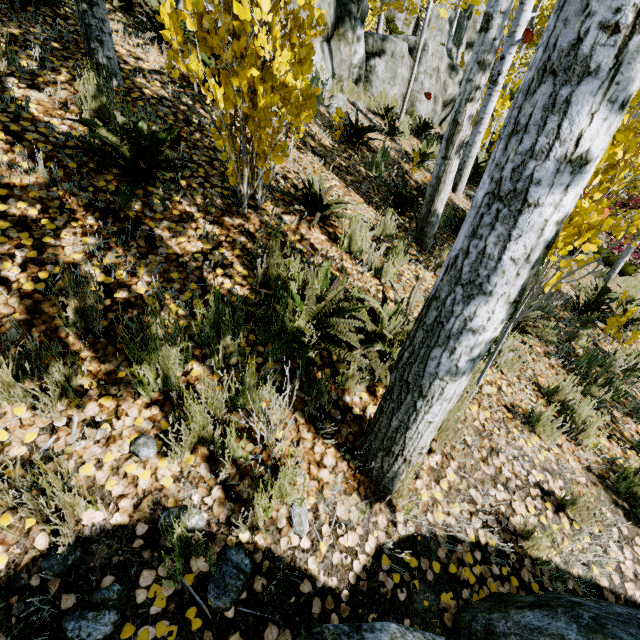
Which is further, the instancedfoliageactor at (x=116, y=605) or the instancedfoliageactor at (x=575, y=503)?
the instancedfoliageactor at (x=575, y=503)

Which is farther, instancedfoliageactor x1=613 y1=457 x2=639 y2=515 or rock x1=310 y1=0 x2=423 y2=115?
rock x1=310 y1=0 x2=423 y2=115

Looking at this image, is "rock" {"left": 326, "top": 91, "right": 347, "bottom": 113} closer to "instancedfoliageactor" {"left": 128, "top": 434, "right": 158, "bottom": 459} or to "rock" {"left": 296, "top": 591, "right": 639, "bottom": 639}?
"instancedfoliageactor" {"left": 128, "top": 434, "right": 158, "bottom": 459}

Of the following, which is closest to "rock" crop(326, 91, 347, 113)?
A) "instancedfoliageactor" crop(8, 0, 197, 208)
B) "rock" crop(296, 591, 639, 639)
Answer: "instancedfoliageactor" crop(8, 0, 197, 208)

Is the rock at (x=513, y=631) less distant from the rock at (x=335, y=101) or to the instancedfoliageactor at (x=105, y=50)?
the instancedfoliageactor at (x=105, y=50)

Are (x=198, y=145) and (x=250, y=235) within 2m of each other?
yes
